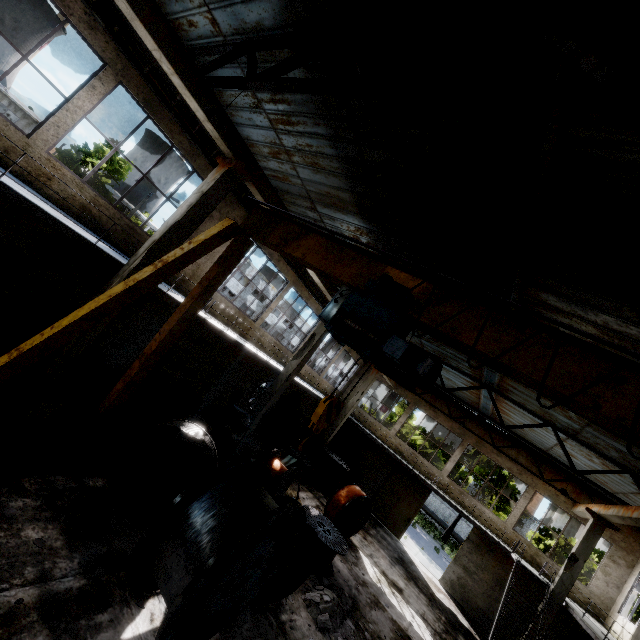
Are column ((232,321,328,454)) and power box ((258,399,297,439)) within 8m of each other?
yes

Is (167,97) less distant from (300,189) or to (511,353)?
(300,189)

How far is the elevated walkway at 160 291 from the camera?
8.83m

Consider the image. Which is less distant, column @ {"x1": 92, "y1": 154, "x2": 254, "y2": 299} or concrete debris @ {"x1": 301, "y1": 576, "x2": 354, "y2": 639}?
column @ {"x1": 92, "y1": 154, "x2": 254, "y2": 299}

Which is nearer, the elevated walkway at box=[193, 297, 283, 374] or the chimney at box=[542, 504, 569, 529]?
the elevated walkway at box=[193, 297, 283, 374]

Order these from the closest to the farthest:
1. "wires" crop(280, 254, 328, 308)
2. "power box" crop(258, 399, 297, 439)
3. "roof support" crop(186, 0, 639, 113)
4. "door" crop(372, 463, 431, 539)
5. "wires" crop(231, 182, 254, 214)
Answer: "roof support" crop(186, 0, 639, 113) → "wires" crop(231, 182, 254, 214) → "wires" crop(280, 254, 328, 308) → "power box" crop(258, 399, 297, 439) → "door" crop(372, 463, 431, 539)

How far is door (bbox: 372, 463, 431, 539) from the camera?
20.70m

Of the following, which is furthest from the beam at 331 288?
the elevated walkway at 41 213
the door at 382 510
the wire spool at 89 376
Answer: the wire spool at 89 376
